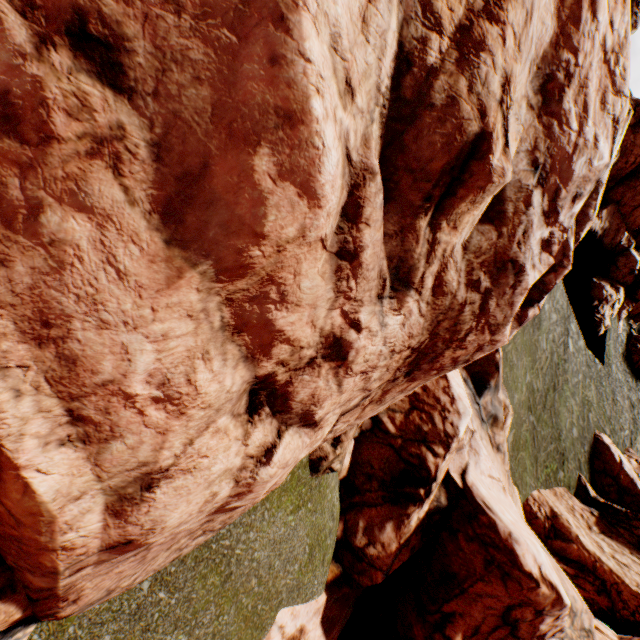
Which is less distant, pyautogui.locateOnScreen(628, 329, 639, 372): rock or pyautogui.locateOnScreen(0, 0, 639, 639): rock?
pyautogui.locateOnScreen(0, 0, 639, 639): rock

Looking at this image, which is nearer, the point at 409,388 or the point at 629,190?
the point at 409,388

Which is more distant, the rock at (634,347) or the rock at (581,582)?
the rock at (634,347)

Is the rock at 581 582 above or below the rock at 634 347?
below

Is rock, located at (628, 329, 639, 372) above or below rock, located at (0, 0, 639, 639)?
above
